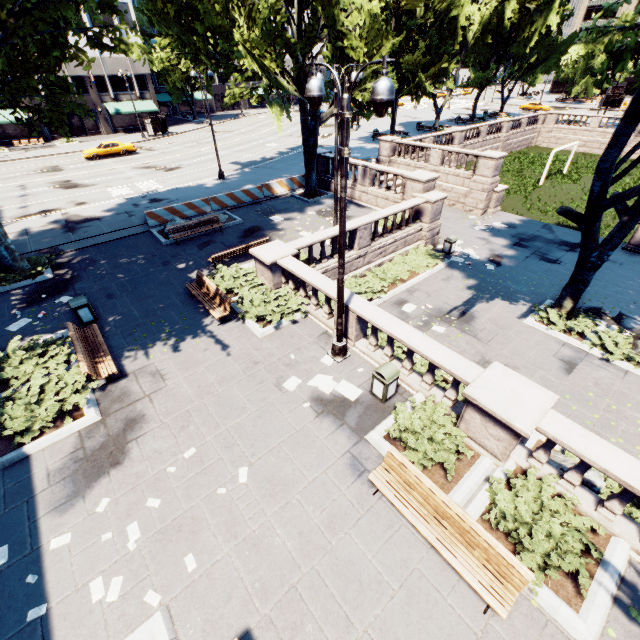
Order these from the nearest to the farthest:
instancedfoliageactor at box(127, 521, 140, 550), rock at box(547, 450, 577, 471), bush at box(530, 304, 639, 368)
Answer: instancedfoliageactor at box(127, 521, 140, 550) → rock at box(547, 450, 577, 471) → bush at box(530, 304, 639, 368)

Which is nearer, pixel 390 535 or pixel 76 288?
pixel 390 535

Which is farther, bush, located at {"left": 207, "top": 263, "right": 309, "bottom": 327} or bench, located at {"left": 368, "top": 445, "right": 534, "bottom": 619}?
bush, located at {"left": 207, "top": 263, "right": 309, "bottom": 327}

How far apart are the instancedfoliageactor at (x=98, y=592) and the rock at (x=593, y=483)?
9.6 meters

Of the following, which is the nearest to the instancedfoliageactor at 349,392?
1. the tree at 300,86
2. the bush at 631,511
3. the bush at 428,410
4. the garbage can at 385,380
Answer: the garbage can at 385,380

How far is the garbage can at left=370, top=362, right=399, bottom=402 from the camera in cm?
844

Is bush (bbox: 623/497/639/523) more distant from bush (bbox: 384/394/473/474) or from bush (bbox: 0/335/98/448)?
bush (bbox: 0/335/98/448)

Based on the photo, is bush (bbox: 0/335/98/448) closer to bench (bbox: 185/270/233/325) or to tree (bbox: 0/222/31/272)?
bench (bbox: 185/270/233/325)
